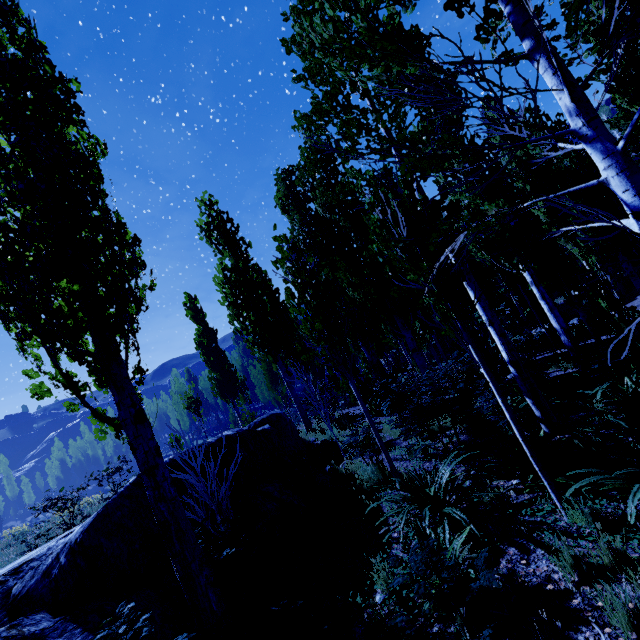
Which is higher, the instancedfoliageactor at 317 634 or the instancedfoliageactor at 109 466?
the instancedfoliageactor at 109 466

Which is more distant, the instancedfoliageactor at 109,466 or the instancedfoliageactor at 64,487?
the instancedfoliageactor at 109,466

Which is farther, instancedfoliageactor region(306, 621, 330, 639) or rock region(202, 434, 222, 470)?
rock region(202, 434, 222, 470)

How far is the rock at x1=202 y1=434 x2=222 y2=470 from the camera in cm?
571

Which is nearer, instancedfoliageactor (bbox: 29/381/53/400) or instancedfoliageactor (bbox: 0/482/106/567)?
instancedfoliageactor (bbox: 29/381/53/400)

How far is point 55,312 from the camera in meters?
3.6 m

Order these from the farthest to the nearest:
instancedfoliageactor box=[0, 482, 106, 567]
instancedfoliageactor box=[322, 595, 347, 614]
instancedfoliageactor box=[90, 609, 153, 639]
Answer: instancedfoliageactor box=[0, 482, 106, 567]
instancedfoliageactor box=[322, 595, 347, 614]
instancedfoliageactor box=[90, 609, 153, 639]

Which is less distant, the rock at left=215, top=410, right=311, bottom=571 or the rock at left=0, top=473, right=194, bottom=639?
the rock at left=0, top=473, right=194, bottom=639
